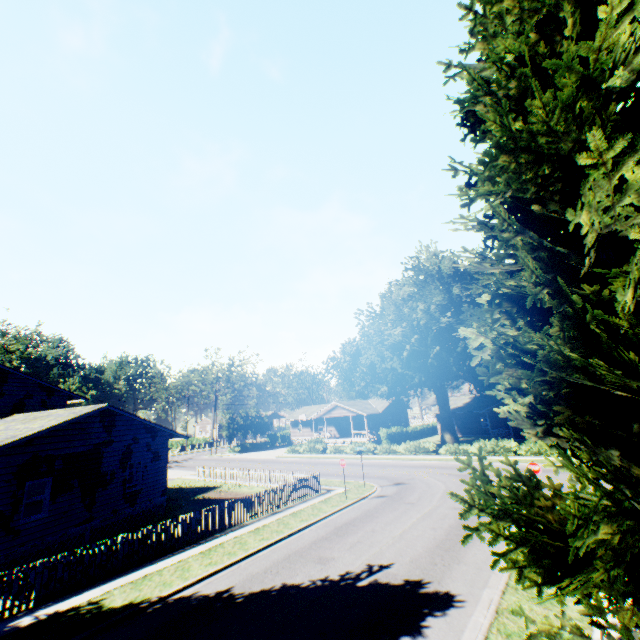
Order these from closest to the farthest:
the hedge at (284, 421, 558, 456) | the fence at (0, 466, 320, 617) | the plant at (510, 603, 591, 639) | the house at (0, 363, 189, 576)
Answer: the plant at (510, 603, 591, 639), the fence at (0, 466, 320, 617), the house at (0, 363, 189, 576), the hedge at (284, 421, 558, 456)

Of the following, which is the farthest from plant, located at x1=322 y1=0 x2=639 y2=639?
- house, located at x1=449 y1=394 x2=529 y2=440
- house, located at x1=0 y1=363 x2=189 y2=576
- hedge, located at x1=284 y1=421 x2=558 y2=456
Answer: house, located at x1=449 y1=394 x2=529 y2=440

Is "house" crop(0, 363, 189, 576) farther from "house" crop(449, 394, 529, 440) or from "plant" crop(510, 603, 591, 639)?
"house" crop(449, 394, 529, 440)

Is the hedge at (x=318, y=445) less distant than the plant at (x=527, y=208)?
No

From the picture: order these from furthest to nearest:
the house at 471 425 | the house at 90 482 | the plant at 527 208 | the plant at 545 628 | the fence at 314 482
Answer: the house at 471 425, the house at 90 482, the fence at 314 482, the plant at 545 628, the plant at 527 208

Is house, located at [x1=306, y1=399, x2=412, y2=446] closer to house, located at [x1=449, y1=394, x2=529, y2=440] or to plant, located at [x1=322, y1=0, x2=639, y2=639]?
plant, located at [x1=322, y1=0, x2=639, y2=639]

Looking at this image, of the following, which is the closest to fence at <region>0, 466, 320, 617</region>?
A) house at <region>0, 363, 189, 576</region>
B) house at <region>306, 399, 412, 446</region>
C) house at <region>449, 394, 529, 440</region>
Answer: house at <region>0, 363, 189, 576</region>

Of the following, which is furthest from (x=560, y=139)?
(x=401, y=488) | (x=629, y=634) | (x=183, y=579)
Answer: (x=401, y=488)
